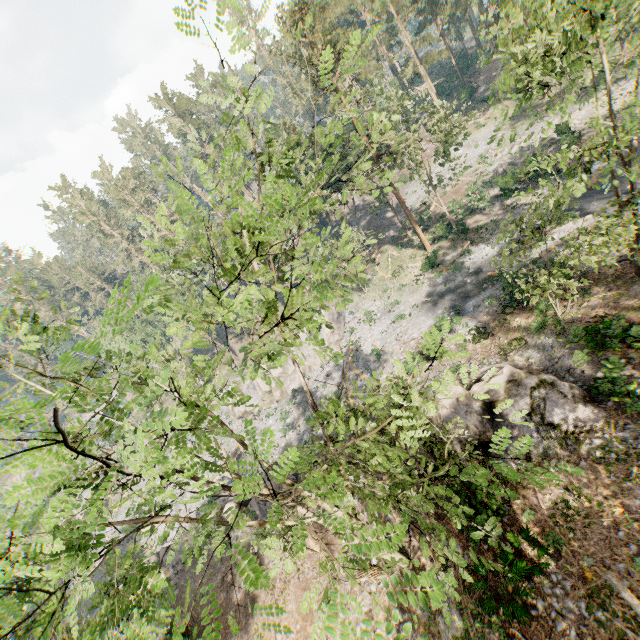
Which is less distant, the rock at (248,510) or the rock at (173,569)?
the rock at (248,510)

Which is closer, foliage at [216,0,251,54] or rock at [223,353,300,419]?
foliage at [216,0,251,54]

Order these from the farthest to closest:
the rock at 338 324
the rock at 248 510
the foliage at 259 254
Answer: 1. the rock at 338 324
2. the rock at 248 510
3. the foliage at 259 254

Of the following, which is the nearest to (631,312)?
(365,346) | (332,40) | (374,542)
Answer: (365,346)

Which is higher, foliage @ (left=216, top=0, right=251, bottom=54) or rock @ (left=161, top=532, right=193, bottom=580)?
foliage @ (left=216, top=0, right=251, bottom=54)

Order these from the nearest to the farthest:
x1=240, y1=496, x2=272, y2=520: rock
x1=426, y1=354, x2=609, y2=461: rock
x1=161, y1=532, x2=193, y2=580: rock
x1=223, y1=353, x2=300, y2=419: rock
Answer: x1=426, y1=354, x2=609, y2=461: rock → x1=240, y1=496, x2=272, y2=520: rock → x1=161, y1=532, x2=193, y2=580: rock → x1=223, y1=353, x2=300, y2=419: rock

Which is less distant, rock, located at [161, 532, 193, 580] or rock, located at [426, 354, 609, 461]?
rock, located at [426, 354, 609, 461]

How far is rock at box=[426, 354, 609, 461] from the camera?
14.85m
